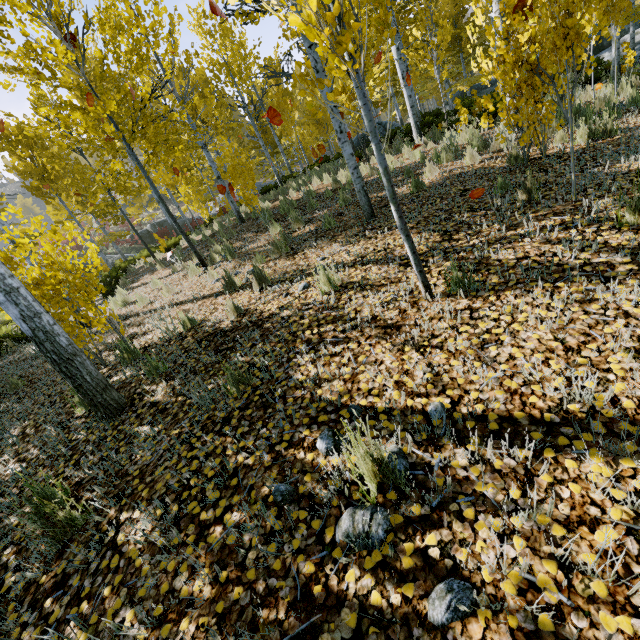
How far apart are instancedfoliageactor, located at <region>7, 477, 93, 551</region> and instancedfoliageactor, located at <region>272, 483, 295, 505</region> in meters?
1.5 m

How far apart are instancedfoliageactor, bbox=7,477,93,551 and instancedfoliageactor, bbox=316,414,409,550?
1.91m

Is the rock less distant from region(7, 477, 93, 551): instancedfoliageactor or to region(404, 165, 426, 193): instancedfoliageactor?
region(404, 165, 426, 193): instancedfoliageactor

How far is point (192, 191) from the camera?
13.8 meters

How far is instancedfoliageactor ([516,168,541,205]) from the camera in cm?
399

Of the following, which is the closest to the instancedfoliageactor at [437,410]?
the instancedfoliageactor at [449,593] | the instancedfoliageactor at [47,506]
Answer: the instancedfoliageactor at [47,506]

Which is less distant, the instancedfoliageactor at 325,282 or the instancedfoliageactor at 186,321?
the instancedfoliageactor at 325,282
